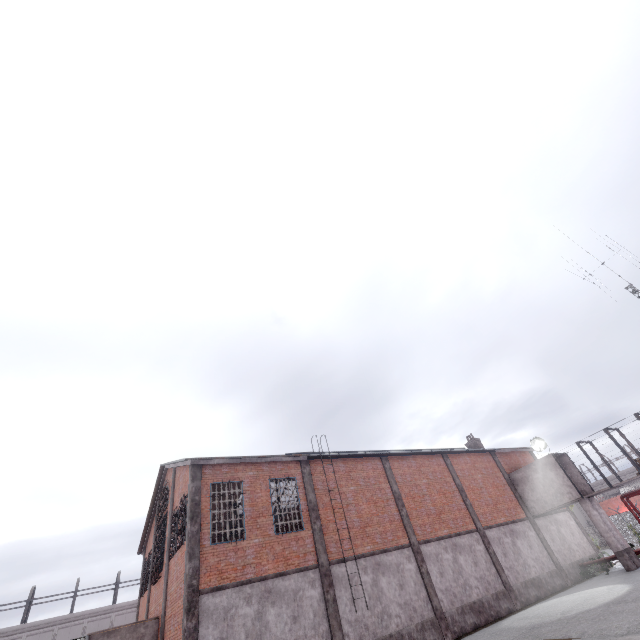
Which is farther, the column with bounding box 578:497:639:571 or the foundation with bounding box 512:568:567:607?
the column with bounding box 578:497:639:571

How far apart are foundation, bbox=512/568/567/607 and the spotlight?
7.28m

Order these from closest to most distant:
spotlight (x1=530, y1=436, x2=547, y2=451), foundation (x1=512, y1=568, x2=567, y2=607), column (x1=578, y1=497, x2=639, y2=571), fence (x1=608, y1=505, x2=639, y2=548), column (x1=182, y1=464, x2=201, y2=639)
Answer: column (x1=182, y1=464, x2=201, y2=639) < foundation (x1=512, y1=568, x2=567, y2=607) < column (x1=578, y1=497, x2=639, y2=571) < spotlight (x1=530, y1=436, x2=547, y2=451) < fence (x1=608, y1=505, x2=639, y2=548)

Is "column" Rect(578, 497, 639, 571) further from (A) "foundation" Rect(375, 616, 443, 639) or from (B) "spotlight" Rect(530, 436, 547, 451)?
(A) "foundation" Rect(375, 616, 443, 639)

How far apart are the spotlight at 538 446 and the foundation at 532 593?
7.3 meters

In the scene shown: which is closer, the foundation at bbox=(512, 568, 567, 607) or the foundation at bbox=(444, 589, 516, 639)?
the foundation at bbox=(444, 589, 516, 639)

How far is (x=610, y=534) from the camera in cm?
2061

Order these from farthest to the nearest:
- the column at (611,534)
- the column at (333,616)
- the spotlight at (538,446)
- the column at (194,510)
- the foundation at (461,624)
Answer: the spotlight at (538,446), the column at (611,534), the foundation at (461,624), the column at (333,616), the column at (194,510)
